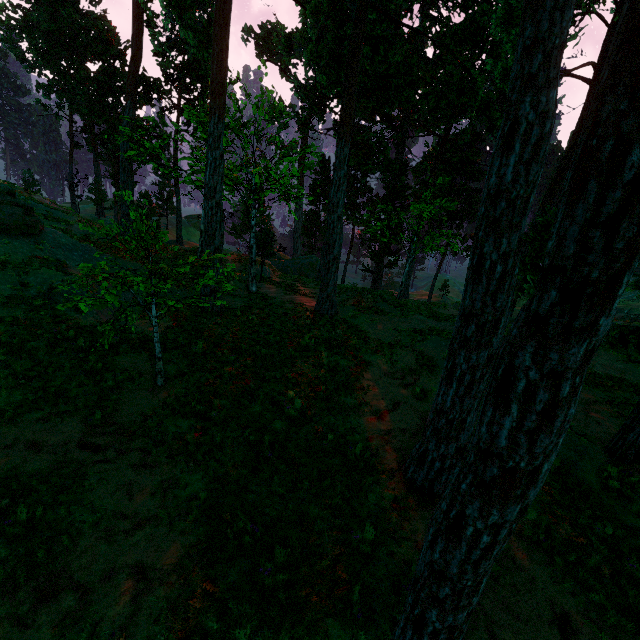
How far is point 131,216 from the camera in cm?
763

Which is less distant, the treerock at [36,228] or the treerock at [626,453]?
the treerock at [626,453]

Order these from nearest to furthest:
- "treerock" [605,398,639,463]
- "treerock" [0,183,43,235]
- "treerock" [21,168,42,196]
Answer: "treerock" [605,398,639,463] < "treerock" [0,183,43,235] < "treerock" [21,168,42,196]

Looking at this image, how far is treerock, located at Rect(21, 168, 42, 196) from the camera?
23.8m

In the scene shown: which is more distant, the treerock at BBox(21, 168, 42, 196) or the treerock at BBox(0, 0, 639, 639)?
the treerock at BBox(21, 168, 42, 196)

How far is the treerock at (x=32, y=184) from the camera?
23.8m

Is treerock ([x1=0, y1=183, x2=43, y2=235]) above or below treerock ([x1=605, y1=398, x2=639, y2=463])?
above
